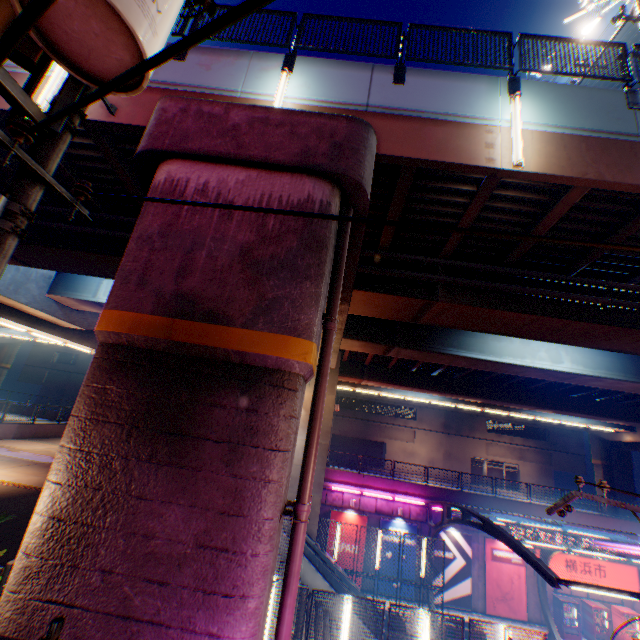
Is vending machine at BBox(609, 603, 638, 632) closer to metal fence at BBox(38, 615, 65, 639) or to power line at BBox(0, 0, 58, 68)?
metal fence at BBox(38, 615, 65, 639)

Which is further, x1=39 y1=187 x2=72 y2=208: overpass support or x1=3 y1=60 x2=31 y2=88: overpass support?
x1=39 y1=187 x2=72 y2=208: overpass support

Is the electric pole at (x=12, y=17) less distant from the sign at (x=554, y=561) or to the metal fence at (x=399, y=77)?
the metal fence at (x=399, y=77)

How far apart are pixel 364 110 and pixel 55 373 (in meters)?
57.36

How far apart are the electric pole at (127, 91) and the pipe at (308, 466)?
3.21m

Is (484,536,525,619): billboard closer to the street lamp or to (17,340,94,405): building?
the street lamp

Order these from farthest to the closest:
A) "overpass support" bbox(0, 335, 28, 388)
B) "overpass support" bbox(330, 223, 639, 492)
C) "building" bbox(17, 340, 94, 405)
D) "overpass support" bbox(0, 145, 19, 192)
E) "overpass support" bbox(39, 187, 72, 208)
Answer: "building" bbox(17, 340, 94, 405) < "overpass support" bbox(0, 335, 28, 388) < "overpass support" bbox(39, 187, 72, 208) < "overpass support" bbox(330, 223, 639, 492) < "overpass support" bbox(0, 145, 19, 192)

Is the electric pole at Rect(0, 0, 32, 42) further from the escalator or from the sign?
the sign
